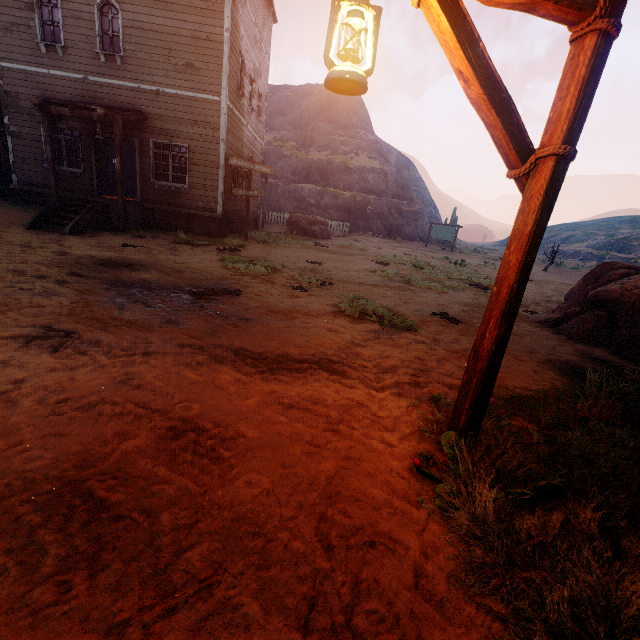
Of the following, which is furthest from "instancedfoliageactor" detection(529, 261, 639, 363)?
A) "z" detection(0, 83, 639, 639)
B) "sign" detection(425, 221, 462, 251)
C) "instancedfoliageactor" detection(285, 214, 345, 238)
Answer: "sign" detection(425, 221, 462, 251)

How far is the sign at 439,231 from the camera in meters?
26.8 m

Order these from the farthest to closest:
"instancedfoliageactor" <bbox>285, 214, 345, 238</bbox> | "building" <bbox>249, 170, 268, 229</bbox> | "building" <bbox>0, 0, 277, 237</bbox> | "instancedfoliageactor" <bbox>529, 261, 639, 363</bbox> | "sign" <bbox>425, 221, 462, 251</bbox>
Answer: "sign" <bbox>425, 221, 462, 251</bbox>, "instancedfoliageactor" <bbox>285, 214, 345, 238</bbox>, "building" <bbox>249, 170, 268, 229</bbox>, "building" <bbox>0, 0, 277, 237</bbox>, "instancedfoliageactor" <bbox>529, 261, 639, 363</bbox>

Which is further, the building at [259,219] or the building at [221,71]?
the building at [259,219]

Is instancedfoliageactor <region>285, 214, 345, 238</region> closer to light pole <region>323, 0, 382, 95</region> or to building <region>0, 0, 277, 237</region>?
building <region>0, 0, 277, 237</region>

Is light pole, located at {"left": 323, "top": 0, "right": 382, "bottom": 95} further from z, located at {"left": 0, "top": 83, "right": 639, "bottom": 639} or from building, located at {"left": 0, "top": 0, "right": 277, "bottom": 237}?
building, located at {"left": 0, "top": 0, "right": 277, "bottom": 237}

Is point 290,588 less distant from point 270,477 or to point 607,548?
point 270,477

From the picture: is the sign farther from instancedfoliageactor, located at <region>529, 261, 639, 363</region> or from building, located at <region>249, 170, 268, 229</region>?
instancedfoliageactor, located at <region>529, 261, 639, 363</region>
